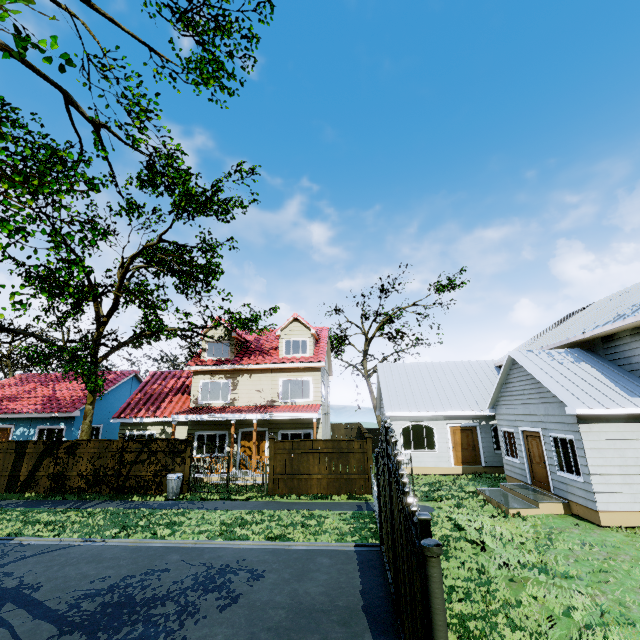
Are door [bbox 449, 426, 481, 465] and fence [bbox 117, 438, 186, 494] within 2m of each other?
no

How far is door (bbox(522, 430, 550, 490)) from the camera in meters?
12.2

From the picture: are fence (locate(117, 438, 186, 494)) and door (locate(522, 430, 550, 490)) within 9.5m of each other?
no

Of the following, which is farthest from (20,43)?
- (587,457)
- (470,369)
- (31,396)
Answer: (31,396)

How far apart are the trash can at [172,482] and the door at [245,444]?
4.25m

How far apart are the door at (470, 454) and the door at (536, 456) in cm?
436

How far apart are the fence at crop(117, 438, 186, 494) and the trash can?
0.0m

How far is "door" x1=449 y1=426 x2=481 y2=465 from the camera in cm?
1761
